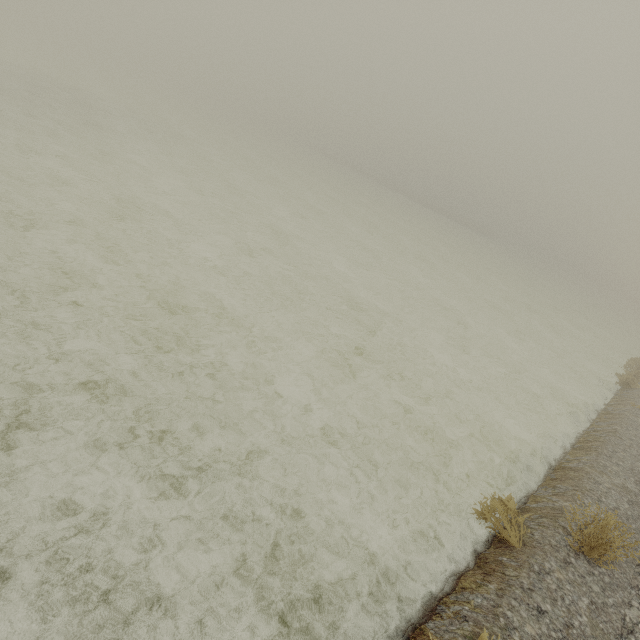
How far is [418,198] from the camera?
59.53m
